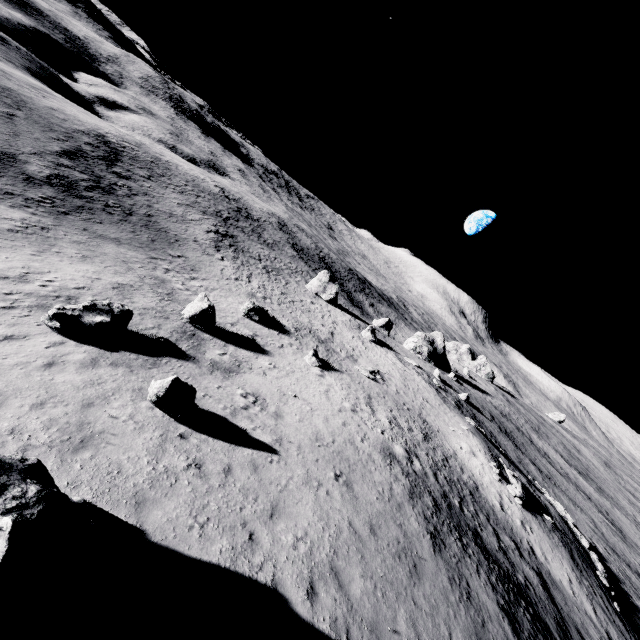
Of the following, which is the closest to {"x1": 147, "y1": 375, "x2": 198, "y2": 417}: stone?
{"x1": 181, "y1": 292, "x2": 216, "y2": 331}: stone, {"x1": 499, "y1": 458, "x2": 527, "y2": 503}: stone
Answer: {"x1": 181, "y1": 292, "x2": 216, "y2": 331}: stone

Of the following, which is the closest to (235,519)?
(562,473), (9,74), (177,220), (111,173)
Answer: (177,220)

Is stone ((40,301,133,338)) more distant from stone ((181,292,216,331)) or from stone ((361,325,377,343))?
stone ((361,325,377,343))

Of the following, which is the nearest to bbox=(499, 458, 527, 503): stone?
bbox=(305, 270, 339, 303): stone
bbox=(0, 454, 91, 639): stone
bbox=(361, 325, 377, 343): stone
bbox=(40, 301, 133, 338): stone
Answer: bbox=(361, 325, 377, 343): stone

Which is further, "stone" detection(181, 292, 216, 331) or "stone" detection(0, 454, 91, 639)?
"stone" detection(181, 292, 216, 331)

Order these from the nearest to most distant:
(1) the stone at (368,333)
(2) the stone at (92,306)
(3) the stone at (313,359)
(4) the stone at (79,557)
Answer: (4) the stone at (79,557) → (2) the stone at (92,306) → (3) the stone at (313,359) → (1) the stone at (368,333)

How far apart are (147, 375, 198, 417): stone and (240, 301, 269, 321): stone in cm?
1726

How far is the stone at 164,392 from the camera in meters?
10.9
